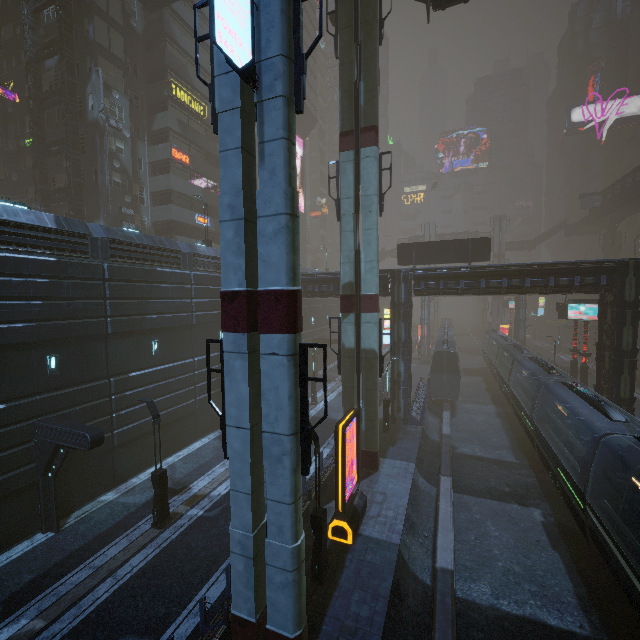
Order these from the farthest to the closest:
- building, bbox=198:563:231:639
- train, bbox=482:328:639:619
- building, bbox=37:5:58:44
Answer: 1. building, bbox=37:5:58:44
2. train, bbox=482:328:639:619
3. building, bbox=198:563:231:639

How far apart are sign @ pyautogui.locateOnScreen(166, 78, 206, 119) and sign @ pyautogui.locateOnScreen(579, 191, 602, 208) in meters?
58.9 m

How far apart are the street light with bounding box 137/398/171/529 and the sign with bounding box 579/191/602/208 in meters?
68.4 m

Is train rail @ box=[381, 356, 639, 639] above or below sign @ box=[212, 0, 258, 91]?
below

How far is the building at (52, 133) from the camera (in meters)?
28.47

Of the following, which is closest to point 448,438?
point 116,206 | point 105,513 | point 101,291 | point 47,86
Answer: point 105,513

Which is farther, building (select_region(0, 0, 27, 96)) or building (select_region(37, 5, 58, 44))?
building (select_region(0, 0, 27, 96))

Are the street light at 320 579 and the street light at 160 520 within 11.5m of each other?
yes
